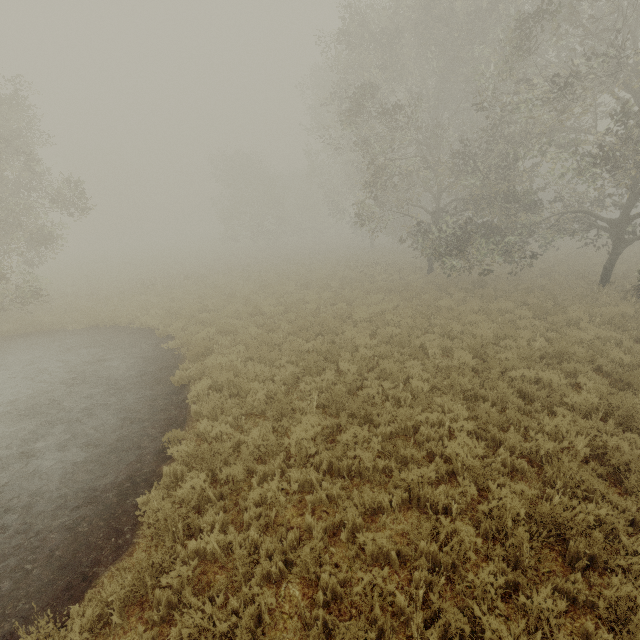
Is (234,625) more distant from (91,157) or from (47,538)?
(91,157)
